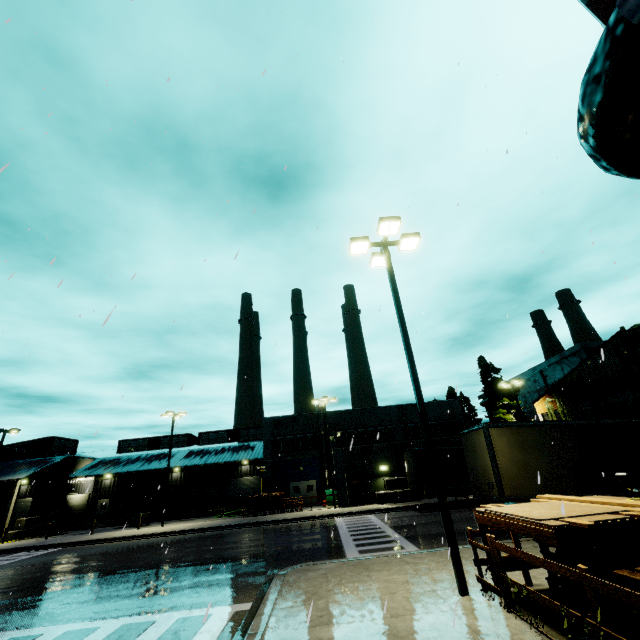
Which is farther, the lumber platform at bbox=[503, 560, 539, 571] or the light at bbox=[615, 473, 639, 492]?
the lumber platform at bbox=[503, 560, 539, 571]

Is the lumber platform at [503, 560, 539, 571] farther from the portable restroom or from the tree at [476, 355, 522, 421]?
the portable restroom

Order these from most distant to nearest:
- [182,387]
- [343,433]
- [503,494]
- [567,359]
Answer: [567,359] < [343,433] < [503,494] < [182,387]

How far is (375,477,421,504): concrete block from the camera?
28.16m

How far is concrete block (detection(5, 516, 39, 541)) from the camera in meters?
30.8

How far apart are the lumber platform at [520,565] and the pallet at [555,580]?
0.17m

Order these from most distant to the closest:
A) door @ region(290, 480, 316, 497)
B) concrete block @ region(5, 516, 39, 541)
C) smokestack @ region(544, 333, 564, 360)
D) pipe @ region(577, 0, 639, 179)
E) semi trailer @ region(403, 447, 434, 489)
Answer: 1. smokestack @ region(544, 333, 564, 360)
2. door @ region(290, 480, 316, 497)
3. concrete block @ region(5, 516, 39, 541)
4. semi trailer @ region(403, 447, 434, 489)
5. pipe @ region(577, 0, 639, 179)

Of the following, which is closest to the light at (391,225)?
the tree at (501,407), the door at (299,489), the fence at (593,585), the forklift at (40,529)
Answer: the fence at (593,585)
